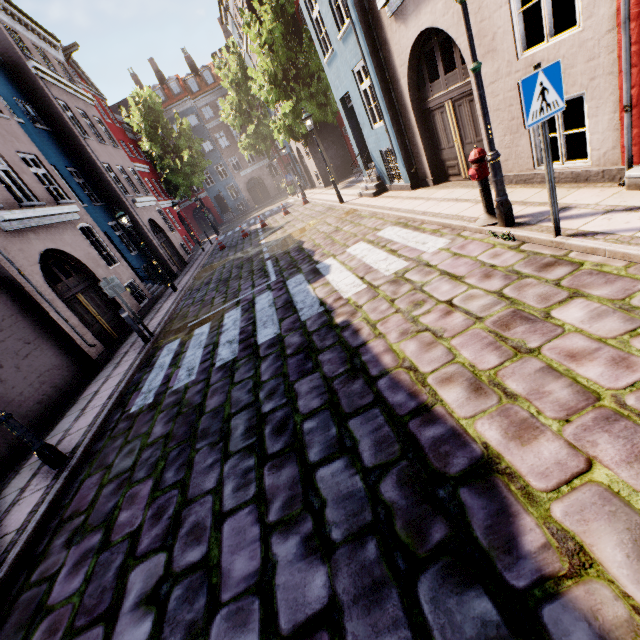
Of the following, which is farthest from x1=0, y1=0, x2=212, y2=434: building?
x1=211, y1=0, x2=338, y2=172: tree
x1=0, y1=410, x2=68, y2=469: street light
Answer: x1=211, y1=0, x2=338, y2=172: tree

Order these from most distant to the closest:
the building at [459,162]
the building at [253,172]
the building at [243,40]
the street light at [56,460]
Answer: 1. the building at [253,172]
2. the building at [243,40]
3. the building at [459,162]
4. the street light at [56,460]

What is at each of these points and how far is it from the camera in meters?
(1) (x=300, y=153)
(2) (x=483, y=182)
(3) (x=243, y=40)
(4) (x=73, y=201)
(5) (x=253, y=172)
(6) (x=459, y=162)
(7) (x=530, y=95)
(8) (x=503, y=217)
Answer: (1) building, 26.2
(2) hydrant, 5.2
(3) building, 23.3
(4) building, 12.1
(5) building, 41.7
(6) building, 8.2
(7) sign, 3.4
(8) street light, 5.0

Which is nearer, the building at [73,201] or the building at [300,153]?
the building at [73,201]

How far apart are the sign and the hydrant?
1.46m

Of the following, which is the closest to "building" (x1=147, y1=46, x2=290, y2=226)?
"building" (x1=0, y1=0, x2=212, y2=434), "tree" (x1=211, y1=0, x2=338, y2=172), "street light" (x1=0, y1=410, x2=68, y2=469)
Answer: "tree" (x1=211, y1=0, x2=338, y2=172)

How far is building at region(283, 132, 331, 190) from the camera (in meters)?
21.85

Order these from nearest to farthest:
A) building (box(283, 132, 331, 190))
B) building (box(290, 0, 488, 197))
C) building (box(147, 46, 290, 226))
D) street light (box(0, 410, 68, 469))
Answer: street light (box(0, 410, 68, 469)) < building (box(290, 0, 488, 197)) < building (box(283, 132, 331, 190)) < building (box(147, 46, 290, 226))
